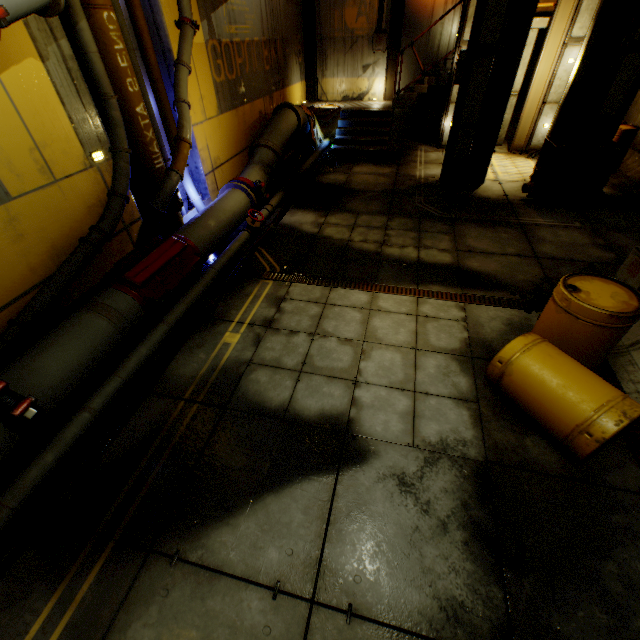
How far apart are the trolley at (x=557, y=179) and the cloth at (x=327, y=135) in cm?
702

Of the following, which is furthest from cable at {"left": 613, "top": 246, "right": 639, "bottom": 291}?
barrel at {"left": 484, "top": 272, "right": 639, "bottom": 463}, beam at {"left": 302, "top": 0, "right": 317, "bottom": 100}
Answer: beam at {"left": 302, "top": 0, "right": 317, "bottom": 100}

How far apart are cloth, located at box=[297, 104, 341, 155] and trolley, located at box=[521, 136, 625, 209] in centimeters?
702cm

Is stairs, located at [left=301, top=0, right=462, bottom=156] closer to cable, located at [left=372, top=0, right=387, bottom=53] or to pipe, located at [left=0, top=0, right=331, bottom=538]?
pipe, located at [left=0, top=0, right=331, bottom=538]

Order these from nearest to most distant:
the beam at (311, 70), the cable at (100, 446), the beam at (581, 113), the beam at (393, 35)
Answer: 1. the cable at (100, 446)
2. the beam at (581, 113)
3. the beam at (393, 35)
4. the beam at (311, 70)

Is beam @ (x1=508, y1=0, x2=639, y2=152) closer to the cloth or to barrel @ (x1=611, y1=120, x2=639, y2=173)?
barrel @ (x1=611, y1=120, x2=639, y2=173)

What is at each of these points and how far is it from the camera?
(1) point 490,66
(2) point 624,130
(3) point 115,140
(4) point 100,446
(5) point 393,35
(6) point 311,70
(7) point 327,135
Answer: (1) beam, 7.5 meters
(2) barrel, 8.9 meters
(3) pipe, 5.1 meters
(4) cable, 3.5 meters
(5) beam, 12.4 meters
(6) beam, 13.8 meters
(7) cloth, 13.0 meters

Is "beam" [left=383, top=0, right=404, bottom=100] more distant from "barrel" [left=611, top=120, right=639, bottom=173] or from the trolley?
the trolley
